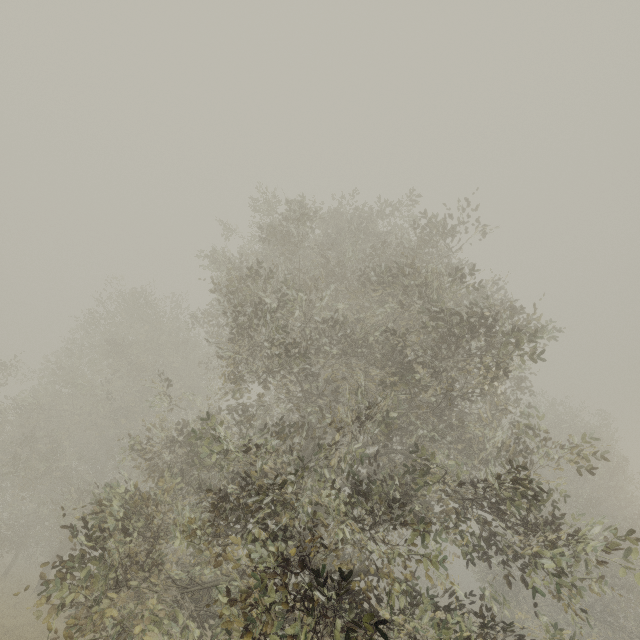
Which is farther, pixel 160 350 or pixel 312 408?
pixel 160 350
